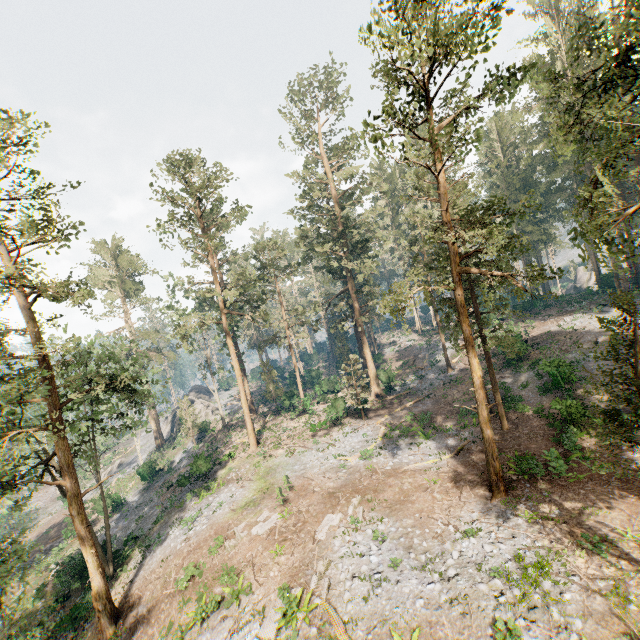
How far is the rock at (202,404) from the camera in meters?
51.8

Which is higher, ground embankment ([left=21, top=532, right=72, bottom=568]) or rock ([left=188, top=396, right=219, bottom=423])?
rock ([left=188, top=396, right=219, bottom=423])

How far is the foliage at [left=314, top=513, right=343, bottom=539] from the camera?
17.7m

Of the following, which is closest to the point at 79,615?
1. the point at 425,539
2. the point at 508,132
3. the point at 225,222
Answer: the point at 425,539

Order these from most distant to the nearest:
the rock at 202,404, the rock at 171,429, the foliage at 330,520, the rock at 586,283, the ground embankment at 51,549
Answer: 1. the rock at 202,404
2. the rock at 171,429
3. the rock at 586,283
4. the ground embankment at 51,549
5. the foliage at 330,520

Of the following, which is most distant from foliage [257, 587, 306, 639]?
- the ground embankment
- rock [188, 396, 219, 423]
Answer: the ground embankment

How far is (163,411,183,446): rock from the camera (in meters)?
50.87

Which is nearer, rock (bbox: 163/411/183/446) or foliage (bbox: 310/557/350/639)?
foliage (bbox: 310/557/350/639)
